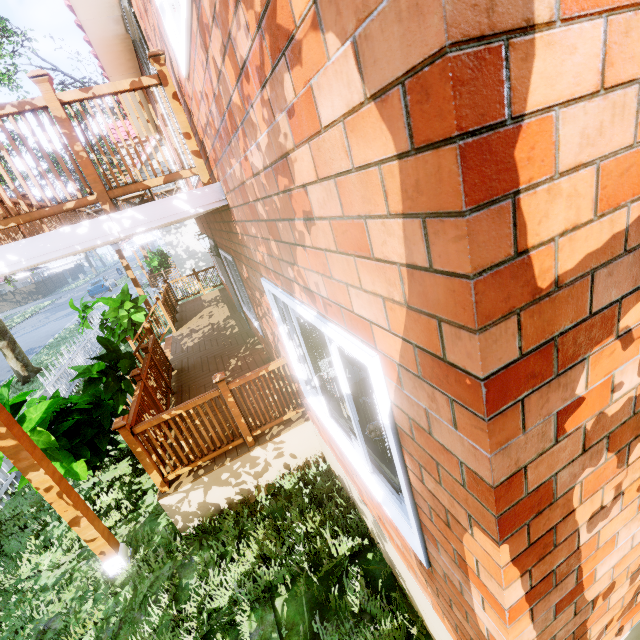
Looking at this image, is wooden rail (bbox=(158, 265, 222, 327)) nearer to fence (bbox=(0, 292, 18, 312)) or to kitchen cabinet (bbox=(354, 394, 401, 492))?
fence (bbox=(0, 292, 18, 312))

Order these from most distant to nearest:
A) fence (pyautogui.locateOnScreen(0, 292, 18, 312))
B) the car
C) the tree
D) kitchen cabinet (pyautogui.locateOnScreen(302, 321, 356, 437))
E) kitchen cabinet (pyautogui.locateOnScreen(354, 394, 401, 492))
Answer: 1. fence (pyautogui.locateOnScreen(0, 292, 18, 312))
2. the car
3. the tree
4. kitchen cabinet (pyautogui.locateOnScreen(302, 321, 356, 437))
5. kitchen cabinet (pyautogui.locateOnScreen(354, 394, 401, 492))

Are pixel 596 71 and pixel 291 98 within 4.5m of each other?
yes

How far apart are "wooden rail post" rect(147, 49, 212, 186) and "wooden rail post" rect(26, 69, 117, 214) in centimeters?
77cm

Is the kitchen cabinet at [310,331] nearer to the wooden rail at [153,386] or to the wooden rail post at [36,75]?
the wooden rail at [153,386]

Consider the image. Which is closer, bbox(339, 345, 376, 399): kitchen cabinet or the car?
bbox(339, 345, 376, 399): kitchen cabinet

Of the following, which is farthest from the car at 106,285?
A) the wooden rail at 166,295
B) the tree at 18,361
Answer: the wooden rail at 166,295
